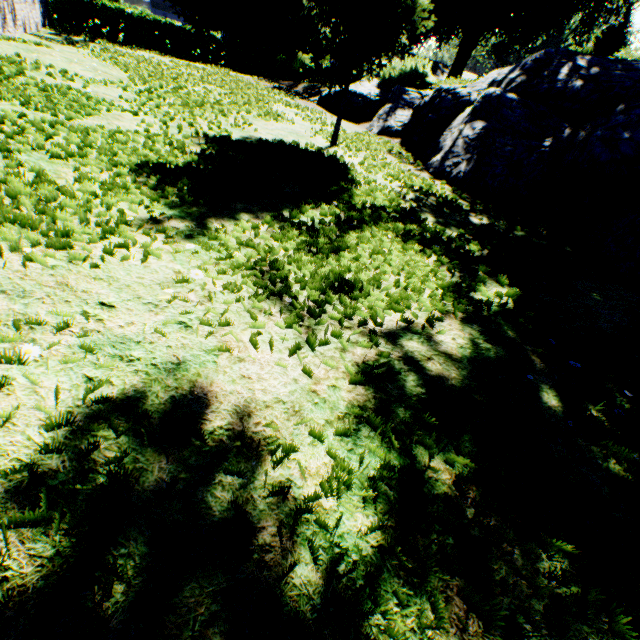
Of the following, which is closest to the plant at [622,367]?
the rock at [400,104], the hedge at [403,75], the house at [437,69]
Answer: the rock at [400,104]

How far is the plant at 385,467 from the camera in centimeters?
130cm

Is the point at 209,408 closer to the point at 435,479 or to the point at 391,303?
the point at 435,479

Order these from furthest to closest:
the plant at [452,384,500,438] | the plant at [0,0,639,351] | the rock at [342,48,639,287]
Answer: the rock at [342,48,639,287] → the plant at [0,0,639,351] → the plant at [452,384,500,438]

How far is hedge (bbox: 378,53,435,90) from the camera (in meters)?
10.96

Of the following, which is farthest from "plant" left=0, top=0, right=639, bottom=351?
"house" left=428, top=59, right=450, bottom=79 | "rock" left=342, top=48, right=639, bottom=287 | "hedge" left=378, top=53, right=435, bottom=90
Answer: "hedge" left=378, top=53, right=435, bottom=90
